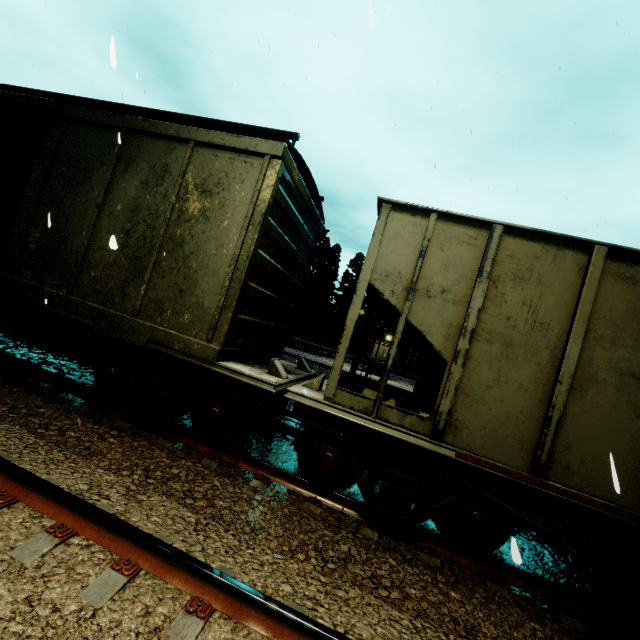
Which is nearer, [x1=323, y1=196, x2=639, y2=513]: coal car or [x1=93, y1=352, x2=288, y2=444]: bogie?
[x1=323, y1=196, x2=639, y2=513]: coal car

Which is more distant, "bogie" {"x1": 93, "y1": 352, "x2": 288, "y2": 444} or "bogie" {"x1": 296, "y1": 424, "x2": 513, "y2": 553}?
"bogie" {"x1": 93, "y1": 352, "x2": 288, "y2": 444}

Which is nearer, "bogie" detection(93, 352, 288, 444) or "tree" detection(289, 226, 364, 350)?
"bogie" detection(93, 352, 288, 444)

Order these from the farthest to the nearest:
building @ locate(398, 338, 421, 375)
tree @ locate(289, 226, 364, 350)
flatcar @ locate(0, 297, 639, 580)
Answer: building @ locate(398, 338, 421, 375) → tree @ locate(289, 226, 364, 350) → flatcar @ locate(0, 297, 639, 580)

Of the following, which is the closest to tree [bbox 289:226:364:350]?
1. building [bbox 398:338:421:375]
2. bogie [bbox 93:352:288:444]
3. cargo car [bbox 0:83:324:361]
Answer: building [bbox 398:338:421:375]

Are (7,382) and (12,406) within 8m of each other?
yes

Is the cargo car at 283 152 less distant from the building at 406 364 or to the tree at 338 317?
the building at 406 364

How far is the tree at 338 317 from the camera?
36.75m
